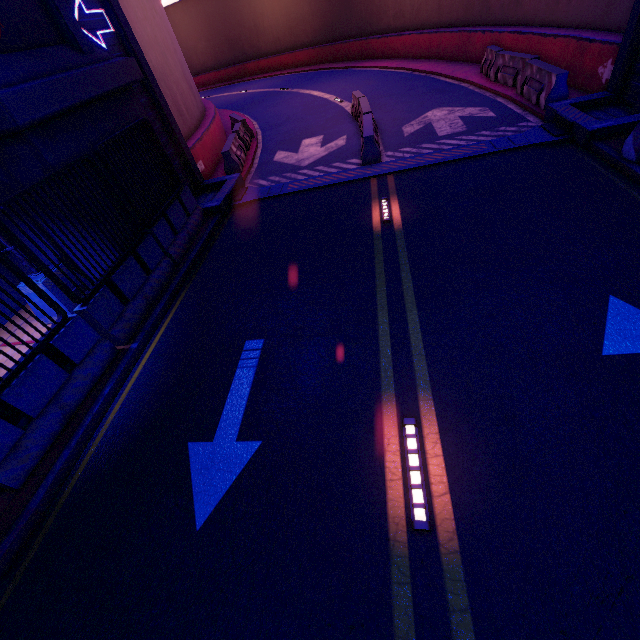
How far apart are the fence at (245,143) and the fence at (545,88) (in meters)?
10.11

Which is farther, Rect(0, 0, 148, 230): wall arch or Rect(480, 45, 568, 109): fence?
Rect(480, 45, 568, 109): fence

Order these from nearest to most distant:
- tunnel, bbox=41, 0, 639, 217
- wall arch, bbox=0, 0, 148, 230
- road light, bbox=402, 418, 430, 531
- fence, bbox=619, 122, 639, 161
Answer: road light, bbox=402, 418, 430, 531
wall arch, bbox=0, 0, 148, 230
fence, bbox=619, 122, 639, 161
tunnel, bbox=41, 0, 639, 217

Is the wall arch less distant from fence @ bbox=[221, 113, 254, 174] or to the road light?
fence @ bbox=[221, 113, 254, 174]

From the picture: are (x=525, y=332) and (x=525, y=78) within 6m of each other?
no

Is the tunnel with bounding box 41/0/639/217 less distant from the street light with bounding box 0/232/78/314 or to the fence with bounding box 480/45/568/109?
the fence with bounding box 480/45/568/109

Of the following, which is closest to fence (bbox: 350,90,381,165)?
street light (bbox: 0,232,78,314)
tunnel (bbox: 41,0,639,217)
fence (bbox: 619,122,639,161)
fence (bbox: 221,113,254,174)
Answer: tunnel (bbox: 41,0,639,217)

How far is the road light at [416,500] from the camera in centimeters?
324cm
